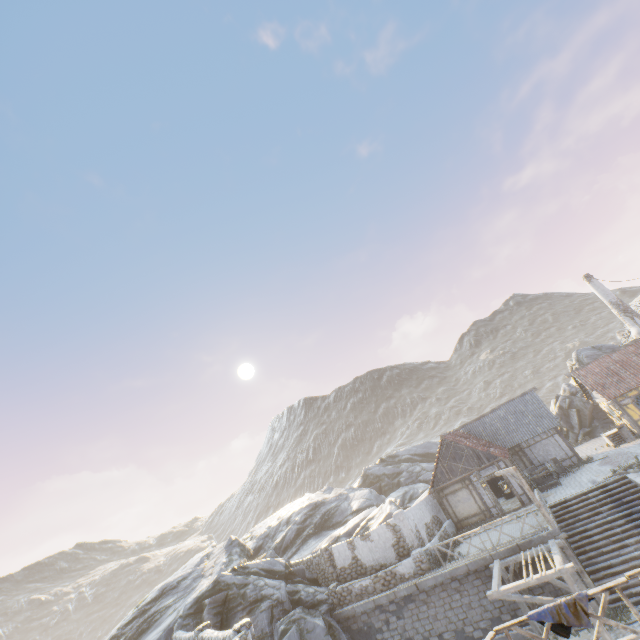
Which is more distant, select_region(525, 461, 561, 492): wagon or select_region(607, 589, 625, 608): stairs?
select_region(525, 461, 561, 492): wagon

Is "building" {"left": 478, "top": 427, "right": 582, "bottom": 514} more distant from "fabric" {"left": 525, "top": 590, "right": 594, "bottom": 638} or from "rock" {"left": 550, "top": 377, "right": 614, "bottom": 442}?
"fabric" {"left": 525, "top": 590, "right": 594, "bottom": 638}

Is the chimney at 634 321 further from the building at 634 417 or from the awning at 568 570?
the awning at 568 570

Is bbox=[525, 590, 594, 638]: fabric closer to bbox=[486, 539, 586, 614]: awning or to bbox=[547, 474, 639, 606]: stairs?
bbox=[486, 539, 586, 614]: awning

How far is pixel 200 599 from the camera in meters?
20.7 m

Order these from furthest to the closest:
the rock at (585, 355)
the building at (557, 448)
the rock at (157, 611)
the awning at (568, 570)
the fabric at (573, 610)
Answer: the rock at (585, 355), the building at (557, 448), the rock at (157, 611), the awning at (568, 570), the fabric at (573, 610)

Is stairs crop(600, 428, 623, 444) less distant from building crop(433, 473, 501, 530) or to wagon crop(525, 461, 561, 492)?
building crop(433, 473, 501, 530)

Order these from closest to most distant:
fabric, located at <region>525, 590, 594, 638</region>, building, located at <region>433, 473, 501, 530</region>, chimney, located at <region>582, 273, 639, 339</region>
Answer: fabric, located at <region>525, 590, 594, 638</region> → building, located at <region>433, 473, 501, 530</region> → chimney, located at <region>582, 273, 639, 339</region>
